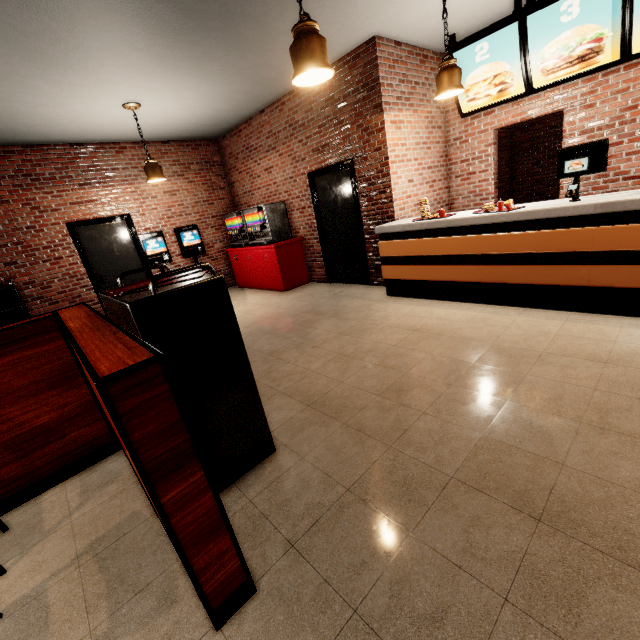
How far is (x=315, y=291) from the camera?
6.3 meters
